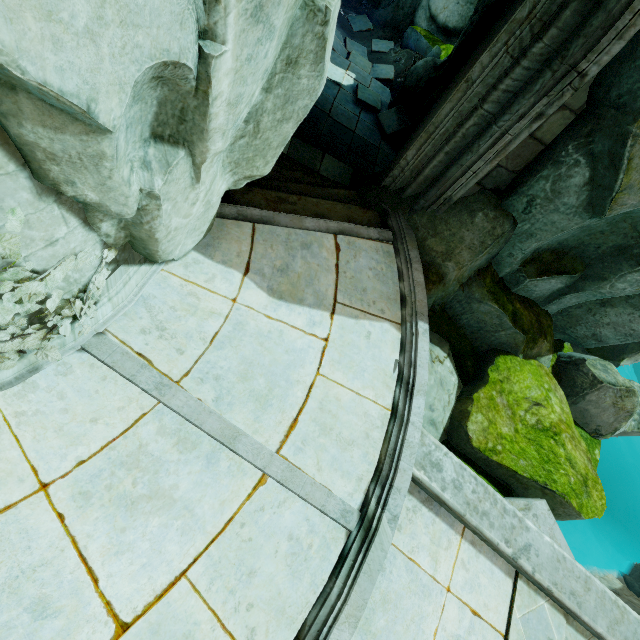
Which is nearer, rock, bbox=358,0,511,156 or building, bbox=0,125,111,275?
building, bbox=0,125,111,275

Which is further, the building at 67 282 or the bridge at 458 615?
the bridge at 458 615

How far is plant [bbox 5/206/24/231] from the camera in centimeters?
195cm

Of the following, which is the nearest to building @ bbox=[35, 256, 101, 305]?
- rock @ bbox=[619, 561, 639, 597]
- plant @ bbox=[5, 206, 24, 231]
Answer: plant @ bbox=[5, 206, 24, 231]

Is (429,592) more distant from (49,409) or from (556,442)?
(49,409)

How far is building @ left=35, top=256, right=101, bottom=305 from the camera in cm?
293

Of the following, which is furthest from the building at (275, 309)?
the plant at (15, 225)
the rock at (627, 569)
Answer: the rock at (627, 569)

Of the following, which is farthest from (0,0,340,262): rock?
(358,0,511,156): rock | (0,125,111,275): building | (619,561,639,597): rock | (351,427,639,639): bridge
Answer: (619,561,639,597): rock
